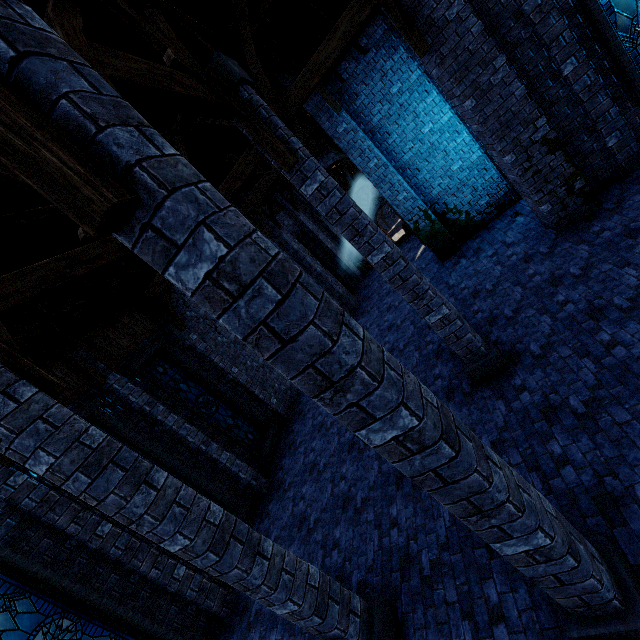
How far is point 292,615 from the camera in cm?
400

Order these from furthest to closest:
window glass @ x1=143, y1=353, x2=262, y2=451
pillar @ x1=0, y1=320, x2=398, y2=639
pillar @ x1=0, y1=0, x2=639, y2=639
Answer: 1. window glass @ x1=143, y1=353, x2=262, y2=451
2. pillar @ x1=0, y1=320, x2=398, y2=639
3. pillar @ x1=0, y1=0, x2=639, y2=639

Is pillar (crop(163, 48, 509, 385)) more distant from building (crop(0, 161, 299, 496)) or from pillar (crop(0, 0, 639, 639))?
pillar (crop(0, 0, 639, 639))

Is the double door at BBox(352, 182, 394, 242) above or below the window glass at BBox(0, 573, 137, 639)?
below

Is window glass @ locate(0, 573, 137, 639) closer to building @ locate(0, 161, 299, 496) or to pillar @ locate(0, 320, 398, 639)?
building @ locate(0, 161, 299, 496)

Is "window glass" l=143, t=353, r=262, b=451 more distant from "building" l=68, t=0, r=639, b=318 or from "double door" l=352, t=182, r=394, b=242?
"double door" l=352, t=182, r=394, b=242

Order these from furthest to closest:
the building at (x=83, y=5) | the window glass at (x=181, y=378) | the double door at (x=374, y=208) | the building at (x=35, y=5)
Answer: the double door at (x=374, y=208) → the window glass at (x=181, y=378) → the building at (x=83, y=5) → the building at (x=35, y=5)

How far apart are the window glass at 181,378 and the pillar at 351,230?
7.67m
